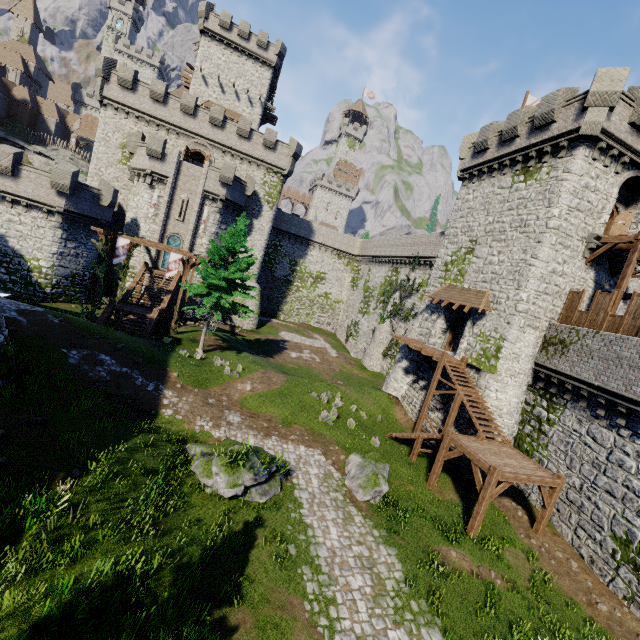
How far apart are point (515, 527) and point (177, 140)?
43.5m

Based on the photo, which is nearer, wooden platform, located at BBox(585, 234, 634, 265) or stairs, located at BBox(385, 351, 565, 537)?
stairs, located at BBox(385, 351, 565, 537)

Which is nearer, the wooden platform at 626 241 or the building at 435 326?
the wooden platform at 626 241

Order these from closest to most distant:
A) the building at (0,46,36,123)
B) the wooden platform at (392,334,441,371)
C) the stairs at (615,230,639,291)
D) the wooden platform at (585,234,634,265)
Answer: the stairs at (615,230,639,291)
the wooden platform at (585,234,634,265)
the wooden platform at (392,334,441,371)
the building at (0,46,36,123)

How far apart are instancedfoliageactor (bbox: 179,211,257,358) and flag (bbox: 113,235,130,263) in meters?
6.8 m

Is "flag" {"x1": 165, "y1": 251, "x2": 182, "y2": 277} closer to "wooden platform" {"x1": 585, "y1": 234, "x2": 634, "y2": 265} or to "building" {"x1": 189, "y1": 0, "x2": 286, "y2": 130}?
"wooden platform" {"x1": 585, "y1": 234, "x2": 634, "y2": 265}

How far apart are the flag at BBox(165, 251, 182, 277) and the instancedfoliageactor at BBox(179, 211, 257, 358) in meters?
3.6

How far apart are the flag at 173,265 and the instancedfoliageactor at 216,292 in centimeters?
363cm
